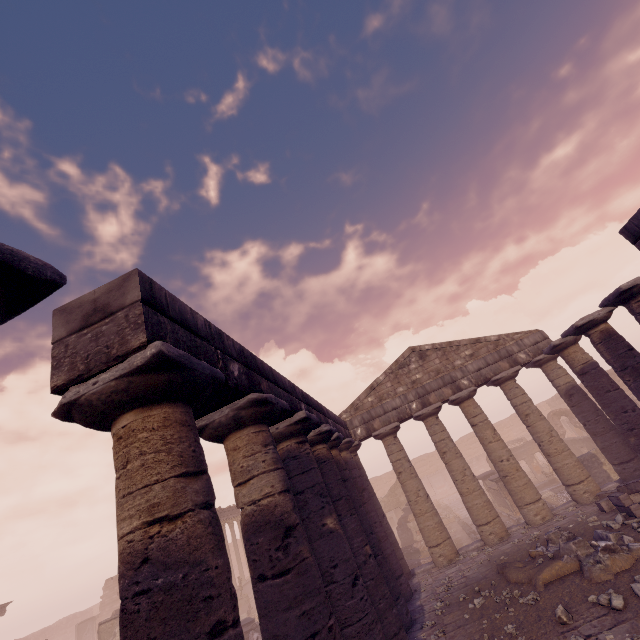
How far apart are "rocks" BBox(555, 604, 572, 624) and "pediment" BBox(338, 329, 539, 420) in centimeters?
961cm

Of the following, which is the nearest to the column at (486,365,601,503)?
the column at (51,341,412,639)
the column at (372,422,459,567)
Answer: the column at (372,422,459,567)

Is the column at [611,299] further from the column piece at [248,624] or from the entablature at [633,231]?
the column piece at [248,624]

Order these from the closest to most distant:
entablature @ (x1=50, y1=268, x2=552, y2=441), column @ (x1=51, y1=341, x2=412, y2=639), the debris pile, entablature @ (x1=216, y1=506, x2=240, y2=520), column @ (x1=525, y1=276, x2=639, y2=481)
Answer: column @ (x1=51, y1=341, x2=412, y2=639), entablature @ (x1=50, y1=268, x2=552, y2=441), the debris pile, column @ (x1=525, y1=276, x2=639, y2=481), entablature @ (x1=216, y1=506, x2=240, y2=520)

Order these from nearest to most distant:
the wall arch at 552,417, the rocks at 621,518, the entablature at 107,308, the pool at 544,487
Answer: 1. the entablature at 107,308
2. the rocks at 621,518
3. the pool at 544,487
4. the wall arch at 552,417

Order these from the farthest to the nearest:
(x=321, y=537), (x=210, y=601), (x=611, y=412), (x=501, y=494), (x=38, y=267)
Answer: (x=501, y=494)
(x=611, y=412)
(x=321, y=537)
(x=210, y=601)
(x=38, y=267)

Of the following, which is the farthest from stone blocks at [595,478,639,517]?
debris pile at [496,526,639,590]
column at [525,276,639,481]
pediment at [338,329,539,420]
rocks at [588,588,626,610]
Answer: pediment at [338,329,539,420]

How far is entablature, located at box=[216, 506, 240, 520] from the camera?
30.86m
